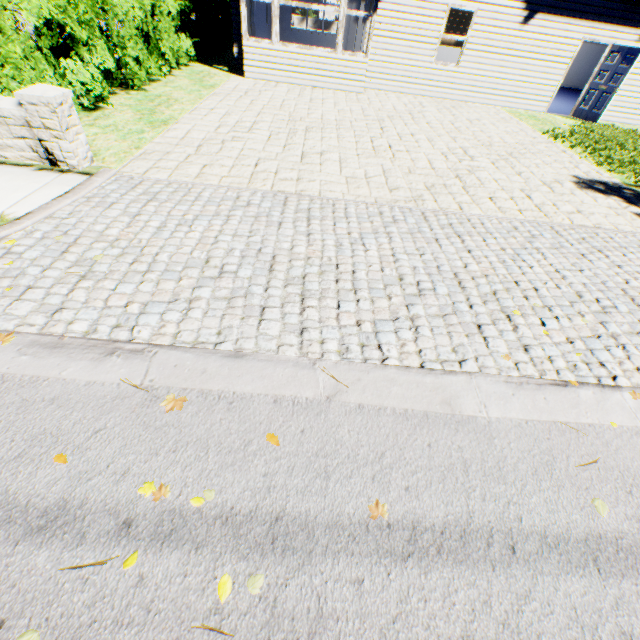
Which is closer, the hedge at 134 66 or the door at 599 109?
the hedge at 134 66

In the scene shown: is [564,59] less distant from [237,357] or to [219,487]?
[237,357]

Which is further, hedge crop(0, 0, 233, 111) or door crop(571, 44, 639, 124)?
door crop(571, 44, 639, 124)
